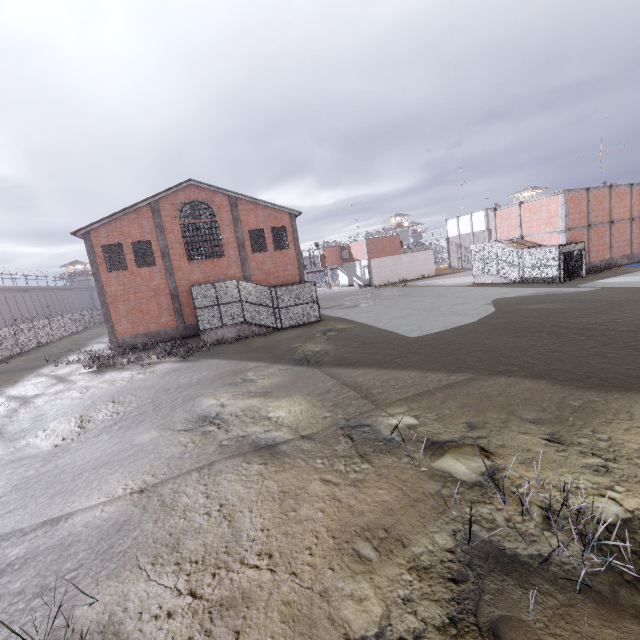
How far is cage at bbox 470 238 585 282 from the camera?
25.02m

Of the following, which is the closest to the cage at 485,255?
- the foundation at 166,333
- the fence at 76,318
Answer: the fence at 76,318

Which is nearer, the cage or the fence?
the cage

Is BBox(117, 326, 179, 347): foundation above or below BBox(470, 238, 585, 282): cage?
below

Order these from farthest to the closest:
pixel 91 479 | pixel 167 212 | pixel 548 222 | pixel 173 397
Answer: pixel 548 222 → pixel 167 212 → pixel 173 397 → pixel 91 479

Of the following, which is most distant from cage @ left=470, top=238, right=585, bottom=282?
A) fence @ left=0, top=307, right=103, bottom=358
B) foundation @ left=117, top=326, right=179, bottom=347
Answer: foundation @ left=117, top=326, right=179, bottom=347

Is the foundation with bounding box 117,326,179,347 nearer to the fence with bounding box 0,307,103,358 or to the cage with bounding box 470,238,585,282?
the fence with bounding box 0,307,103,358

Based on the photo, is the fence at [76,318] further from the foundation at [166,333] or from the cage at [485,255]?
the foundation at [166,333]
